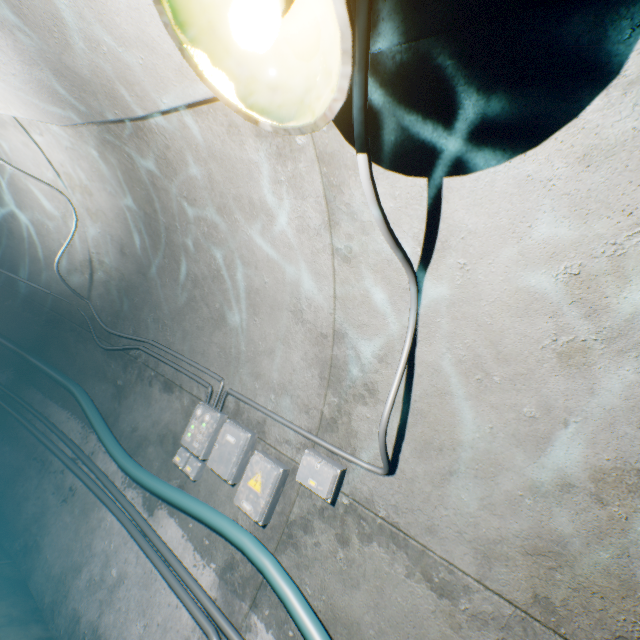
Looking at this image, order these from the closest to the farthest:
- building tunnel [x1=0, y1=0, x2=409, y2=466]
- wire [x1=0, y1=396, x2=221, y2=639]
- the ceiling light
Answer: the ceiling light, building tunnel [x1=0, y1=0, x2=409, y2=466], wire [x1=0, y1=396, x2=221, y2=639]

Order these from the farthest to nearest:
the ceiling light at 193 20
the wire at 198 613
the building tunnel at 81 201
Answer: the wire at 198 613 → the building tunnel at 81 201 → the ceiling light at 193 20

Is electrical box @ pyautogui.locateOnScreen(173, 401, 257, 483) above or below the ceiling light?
below

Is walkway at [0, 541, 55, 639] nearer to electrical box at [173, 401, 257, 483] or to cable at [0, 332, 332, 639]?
cable at [0, 332, 332, 639]

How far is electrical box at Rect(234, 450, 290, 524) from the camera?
2.3m

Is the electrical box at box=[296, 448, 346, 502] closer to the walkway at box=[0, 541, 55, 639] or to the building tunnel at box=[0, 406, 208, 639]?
the building tunnel at box=[0, 406, 208, 639]

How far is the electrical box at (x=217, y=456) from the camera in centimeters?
253cm

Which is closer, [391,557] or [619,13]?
[619,13]
